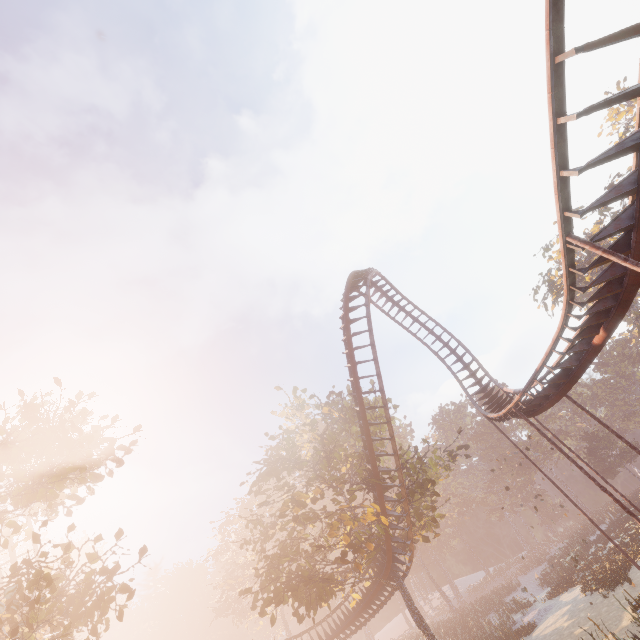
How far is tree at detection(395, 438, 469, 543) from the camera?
19.52m

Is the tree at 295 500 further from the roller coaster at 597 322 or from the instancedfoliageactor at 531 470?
the instancedfoliageactor at 531 470

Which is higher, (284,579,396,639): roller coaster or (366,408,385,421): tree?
(366,408,385,421): tree

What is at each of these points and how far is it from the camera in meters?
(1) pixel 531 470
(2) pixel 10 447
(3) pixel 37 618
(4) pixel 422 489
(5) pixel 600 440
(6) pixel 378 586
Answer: (1) instancedfoliageactor, 59.6
(2) tree, 11.0
(3) tree, 8.5
(4) tree, 19.4
(5) instancedfoliageactor, 46.8
(6) roller coaster, 21.4

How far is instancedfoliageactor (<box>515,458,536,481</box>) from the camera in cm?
5597

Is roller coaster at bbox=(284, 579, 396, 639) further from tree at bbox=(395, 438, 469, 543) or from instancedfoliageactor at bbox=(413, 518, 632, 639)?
instancedfoliageactor at bbox=(413, 518, 632, 639)
